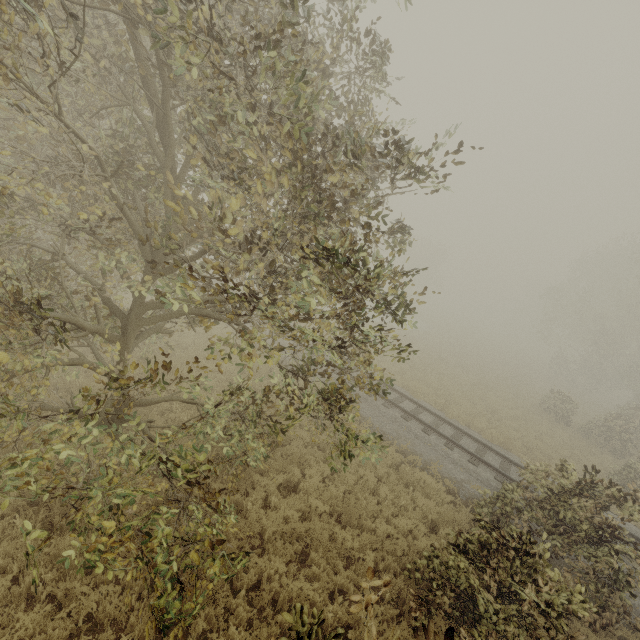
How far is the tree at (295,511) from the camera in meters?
7.2 m

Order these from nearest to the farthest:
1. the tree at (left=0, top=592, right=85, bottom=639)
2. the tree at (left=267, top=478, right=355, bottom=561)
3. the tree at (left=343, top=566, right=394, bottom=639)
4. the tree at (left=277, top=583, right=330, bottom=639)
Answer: the tree at (left=343, top=566, right=394, bottom=639) → the tree at (left=277, top=583, right=330, bottom=639) → the tree at (left=0, top=592, right=85, bottom=639) → the tree at (left=267, top=478, right=355, bottom=561)

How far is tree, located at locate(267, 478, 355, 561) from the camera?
7.24m

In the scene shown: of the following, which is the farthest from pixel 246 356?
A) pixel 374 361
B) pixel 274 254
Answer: pixel 374 361

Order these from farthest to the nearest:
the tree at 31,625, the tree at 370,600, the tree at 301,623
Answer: the tree at 31,625 < the tree at 301,623 < the tree at 370,600

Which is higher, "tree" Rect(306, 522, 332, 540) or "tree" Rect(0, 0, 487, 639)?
"tree" Rect(0, 0, 487, 639)

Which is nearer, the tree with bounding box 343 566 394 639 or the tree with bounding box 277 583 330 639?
the tree with bounding box 343 566 394 639
